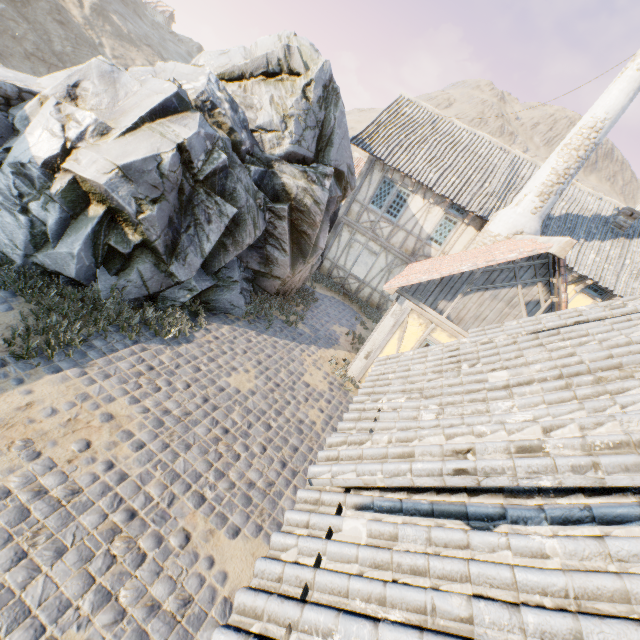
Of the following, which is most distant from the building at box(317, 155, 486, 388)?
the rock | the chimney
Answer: the rock

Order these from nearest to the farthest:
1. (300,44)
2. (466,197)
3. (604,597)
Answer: (604,597) → (300,44) → (466,197)

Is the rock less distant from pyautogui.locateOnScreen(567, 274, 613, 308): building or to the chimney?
the chimney

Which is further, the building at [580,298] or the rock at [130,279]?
the building at [580,298]

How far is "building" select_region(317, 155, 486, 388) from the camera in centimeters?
856cm

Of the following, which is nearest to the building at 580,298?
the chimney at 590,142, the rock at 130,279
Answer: the chimney at 590,142

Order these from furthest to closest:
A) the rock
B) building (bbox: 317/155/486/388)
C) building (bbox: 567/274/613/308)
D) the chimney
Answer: building (bbox: 567/274/613/308) < the chimney < building (bbox: 317/155/486/388) < the rock
